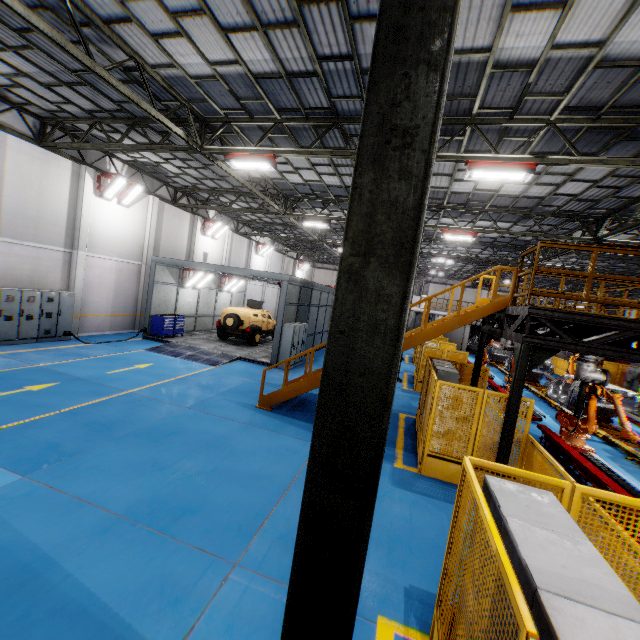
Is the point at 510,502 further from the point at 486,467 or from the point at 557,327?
the point at 557,327

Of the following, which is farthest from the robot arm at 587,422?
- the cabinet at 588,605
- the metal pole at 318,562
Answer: the metal pole at 318,562

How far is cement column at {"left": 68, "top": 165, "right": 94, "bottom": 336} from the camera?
14.7 meters

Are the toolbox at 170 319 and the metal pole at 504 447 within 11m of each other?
no

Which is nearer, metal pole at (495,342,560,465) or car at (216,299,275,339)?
metal pole at (495,342,560,465)

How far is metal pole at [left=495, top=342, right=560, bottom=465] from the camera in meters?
6.6

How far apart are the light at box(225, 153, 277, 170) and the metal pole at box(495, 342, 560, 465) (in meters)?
8.60

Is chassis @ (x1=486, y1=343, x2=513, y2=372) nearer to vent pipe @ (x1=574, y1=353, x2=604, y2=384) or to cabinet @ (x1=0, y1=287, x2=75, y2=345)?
vent pipe @ (x1=574, y1=353, x2=604, y2=384)
